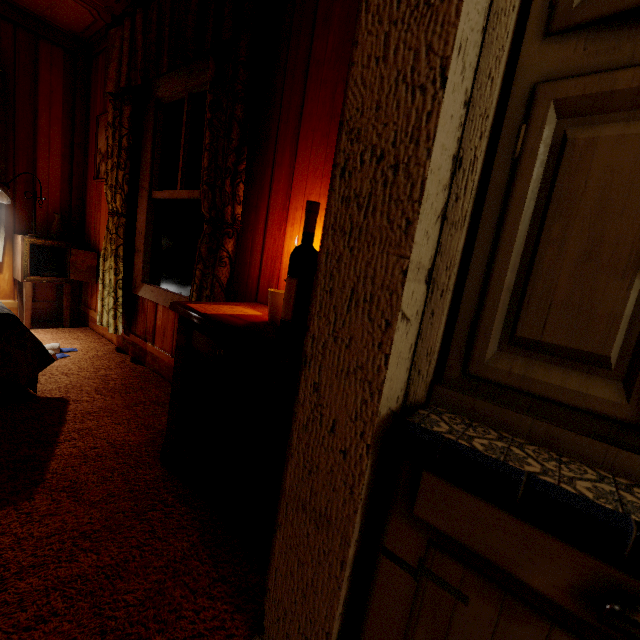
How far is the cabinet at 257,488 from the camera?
1.1m

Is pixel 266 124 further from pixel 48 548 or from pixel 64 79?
pixel 64 79

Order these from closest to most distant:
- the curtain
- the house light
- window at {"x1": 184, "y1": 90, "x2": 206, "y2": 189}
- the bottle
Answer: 1. the bottle
2. the curtain
3. window at {"x1": 184, "y1": 90, "x2": 206, "y2": 189}
4. the house light

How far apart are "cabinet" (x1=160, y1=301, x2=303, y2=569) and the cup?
0.0 meters

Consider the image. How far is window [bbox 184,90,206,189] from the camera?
2.2 meters

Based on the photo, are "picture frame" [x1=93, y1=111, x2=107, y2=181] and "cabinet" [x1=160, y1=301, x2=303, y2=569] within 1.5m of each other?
no

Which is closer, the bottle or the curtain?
the bottle

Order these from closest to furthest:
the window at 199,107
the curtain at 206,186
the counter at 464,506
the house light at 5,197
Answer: the counter at 464,506 → the curtain at 206,186 → the window at 199,107 → the house light at 5,197
